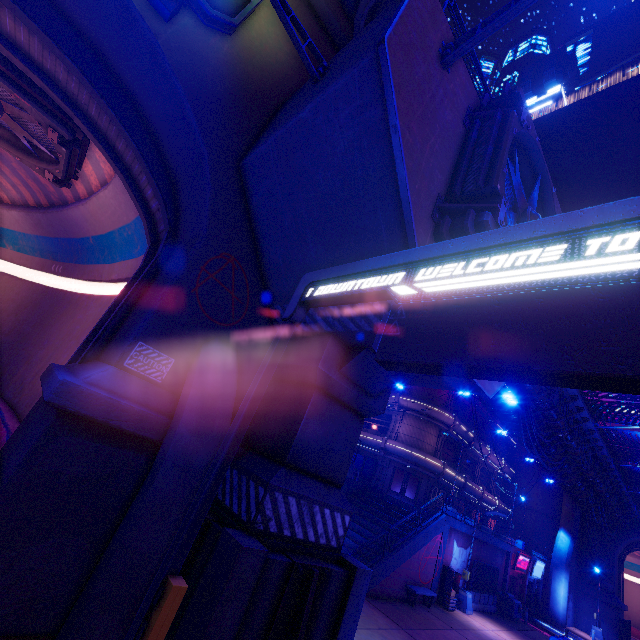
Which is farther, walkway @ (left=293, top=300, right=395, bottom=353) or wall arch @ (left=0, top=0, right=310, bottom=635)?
walkway @ (left=293, top=300, right=395, bottom=353)

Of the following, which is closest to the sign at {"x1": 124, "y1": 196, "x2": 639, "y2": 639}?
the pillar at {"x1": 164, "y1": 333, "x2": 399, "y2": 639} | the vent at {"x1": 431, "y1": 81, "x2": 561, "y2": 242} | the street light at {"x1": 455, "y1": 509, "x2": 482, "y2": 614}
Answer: the pillar at {"x1": 164, "y1": 333, "x2": 399, "y2": 639}

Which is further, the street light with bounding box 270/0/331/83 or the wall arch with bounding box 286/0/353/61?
the wall arch with bounding box 286/0/353/61

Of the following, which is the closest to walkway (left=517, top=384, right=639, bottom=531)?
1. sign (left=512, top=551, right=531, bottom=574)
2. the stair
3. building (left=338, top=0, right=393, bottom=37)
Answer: building (left=338, top=0, right=393, bottom=37)

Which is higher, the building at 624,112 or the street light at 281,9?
the building at 624,112

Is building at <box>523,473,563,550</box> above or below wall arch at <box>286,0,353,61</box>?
below

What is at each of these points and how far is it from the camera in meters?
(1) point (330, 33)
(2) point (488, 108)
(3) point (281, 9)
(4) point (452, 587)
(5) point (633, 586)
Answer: (1) wall arch, 11.6 m
(2) vent, 7.2 m
(3) street light, 7.0 m
(4) atm, 19.6 m
(5) tunnel, 54.3 m

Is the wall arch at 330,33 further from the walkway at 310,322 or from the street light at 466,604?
the street light at 466,604
